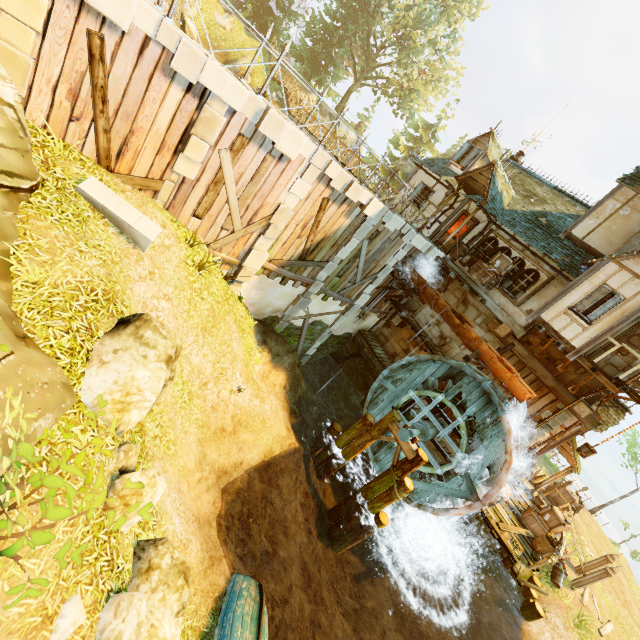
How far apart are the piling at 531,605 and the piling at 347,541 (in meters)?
8.29

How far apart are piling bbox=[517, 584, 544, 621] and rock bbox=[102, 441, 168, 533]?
17.45m

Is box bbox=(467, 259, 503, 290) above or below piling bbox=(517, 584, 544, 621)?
above

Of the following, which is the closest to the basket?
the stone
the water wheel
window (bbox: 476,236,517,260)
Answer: the water wheel

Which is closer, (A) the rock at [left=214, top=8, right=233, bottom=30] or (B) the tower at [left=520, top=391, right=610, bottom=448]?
(B) the tower at [left=520, top=391, right=610, bottom=448]

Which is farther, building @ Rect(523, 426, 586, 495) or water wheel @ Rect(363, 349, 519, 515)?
building @ Rect(523, 426, 586, 495)

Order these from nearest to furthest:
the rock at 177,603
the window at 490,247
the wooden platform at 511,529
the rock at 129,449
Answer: the rock at 177,603
the rock at 129,449
the wooden platform at 511,529
the window at 490,247

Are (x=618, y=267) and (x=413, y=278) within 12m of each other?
yes
